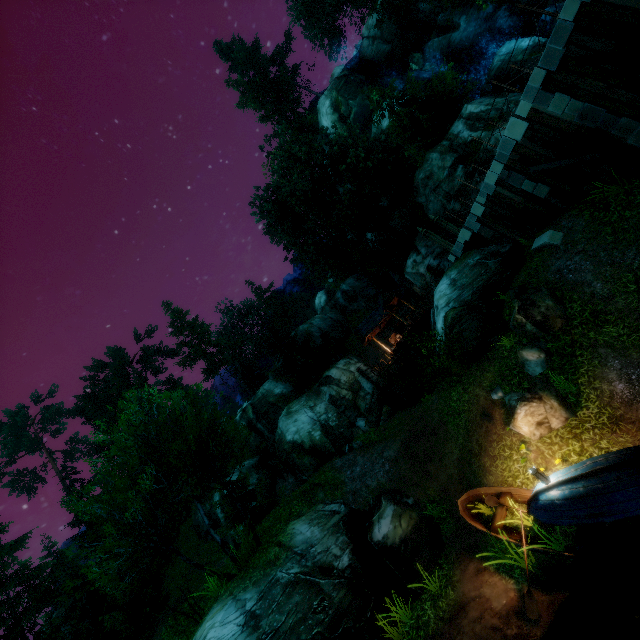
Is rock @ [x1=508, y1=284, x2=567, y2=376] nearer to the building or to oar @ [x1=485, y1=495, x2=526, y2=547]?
oar @ [x1=485, y1=495, x2=526, y2=547]

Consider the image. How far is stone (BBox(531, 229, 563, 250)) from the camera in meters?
13.0 m

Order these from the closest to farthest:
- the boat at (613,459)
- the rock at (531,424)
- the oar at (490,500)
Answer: the boat at (613,459) → the oar at (490,500) → the rock at (531,424)

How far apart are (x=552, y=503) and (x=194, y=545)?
35.5m

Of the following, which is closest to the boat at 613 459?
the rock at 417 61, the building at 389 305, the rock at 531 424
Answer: the rock at 531 424

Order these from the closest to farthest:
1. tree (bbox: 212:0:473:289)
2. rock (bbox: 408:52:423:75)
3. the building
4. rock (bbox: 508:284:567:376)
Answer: rock (bbox: 508:284:567:376) < tree (bbox: 212:0:473:289) < the building < rock (bbox: 408:52:423:75)

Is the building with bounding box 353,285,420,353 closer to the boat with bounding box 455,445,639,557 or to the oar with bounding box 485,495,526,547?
the boat with bounding box 455,445,639,557

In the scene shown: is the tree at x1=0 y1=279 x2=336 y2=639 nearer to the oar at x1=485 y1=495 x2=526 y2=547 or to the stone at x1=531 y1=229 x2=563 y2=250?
the oar at x1=485 y1=495 x2=526 y2=547
